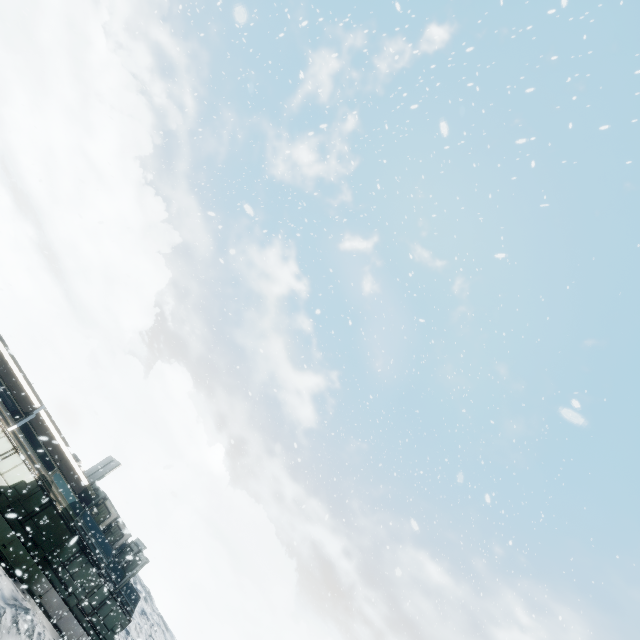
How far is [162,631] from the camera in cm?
4075
